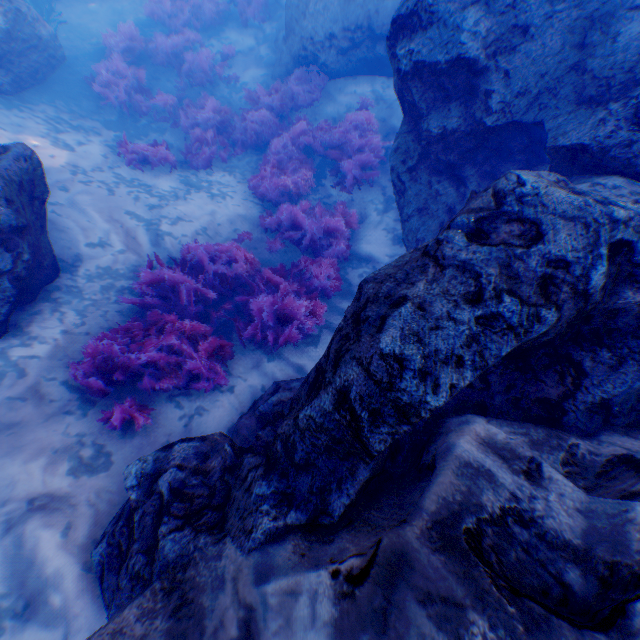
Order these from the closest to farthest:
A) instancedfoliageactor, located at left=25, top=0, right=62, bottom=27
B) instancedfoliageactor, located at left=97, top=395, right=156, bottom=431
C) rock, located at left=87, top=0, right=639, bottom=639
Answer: rock, located at left=87, top=0, right=639, bottom=639
instancedfoliageactor, located at left=97, top=395, right=156, bottom=431
instancedfoliageactor, located at left=25, top=0, right=62, bottom=27

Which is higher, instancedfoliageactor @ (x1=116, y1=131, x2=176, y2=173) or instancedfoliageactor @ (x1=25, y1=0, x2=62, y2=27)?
instancedfoliageactor @ (x1=25, y1=0, x2=62, y2=27)

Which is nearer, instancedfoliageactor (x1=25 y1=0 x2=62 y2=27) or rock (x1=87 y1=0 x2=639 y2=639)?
rock (x1=87 y1=0 x2=639 y2=639)

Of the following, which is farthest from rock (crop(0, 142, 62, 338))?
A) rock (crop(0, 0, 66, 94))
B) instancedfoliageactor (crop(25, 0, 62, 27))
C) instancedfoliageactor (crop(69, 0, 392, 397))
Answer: instancedfoliageactor (crop(25, 0, 62, 27))

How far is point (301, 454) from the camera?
2.34m

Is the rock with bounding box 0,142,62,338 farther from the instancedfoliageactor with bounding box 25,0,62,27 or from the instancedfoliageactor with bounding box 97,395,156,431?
the instancedfoliageactor with bounding box 25,0,62,27

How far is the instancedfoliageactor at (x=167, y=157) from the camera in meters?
7.8 m

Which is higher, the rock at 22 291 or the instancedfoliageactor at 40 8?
the rock at 22 291
